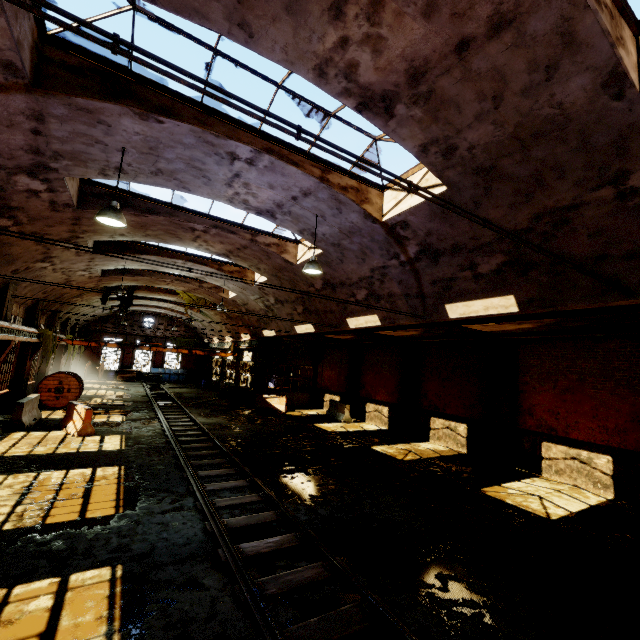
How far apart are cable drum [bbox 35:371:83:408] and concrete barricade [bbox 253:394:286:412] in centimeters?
967cm

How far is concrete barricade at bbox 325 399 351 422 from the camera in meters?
19.2

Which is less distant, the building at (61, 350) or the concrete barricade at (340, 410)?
the concrete barricade at (340, 410)

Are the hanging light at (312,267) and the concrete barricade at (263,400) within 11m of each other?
no

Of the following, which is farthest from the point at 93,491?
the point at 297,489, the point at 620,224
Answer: the point at 620,224

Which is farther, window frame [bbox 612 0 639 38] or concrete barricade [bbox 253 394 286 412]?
concrete barricade [bbox 253 394 286 412]

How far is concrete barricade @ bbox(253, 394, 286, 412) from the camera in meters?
21.5 m

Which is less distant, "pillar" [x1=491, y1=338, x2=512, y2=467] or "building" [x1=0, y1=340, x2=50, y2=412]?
"pillar" [x1=491, y1=338, x2=512, y2=467]
